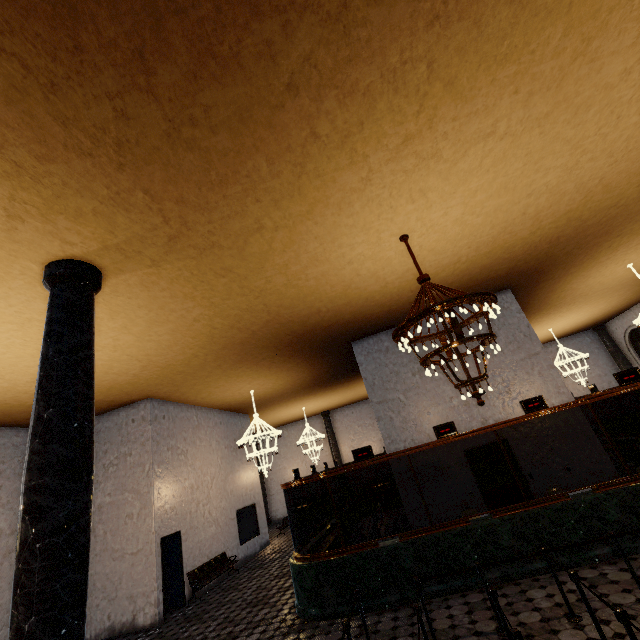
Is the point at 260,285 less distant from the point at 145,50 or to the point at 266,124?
the point at 266,124
